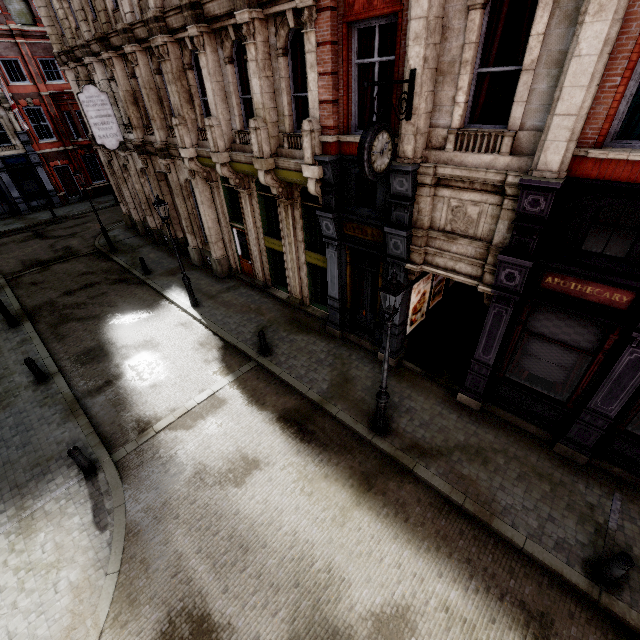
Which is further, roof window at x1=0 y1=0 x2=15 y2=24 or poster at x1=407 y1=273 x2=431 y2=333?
roof window at x1=0 y1=0 x2=15 y2=24

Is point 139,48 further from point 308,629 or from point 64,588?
point 308,629

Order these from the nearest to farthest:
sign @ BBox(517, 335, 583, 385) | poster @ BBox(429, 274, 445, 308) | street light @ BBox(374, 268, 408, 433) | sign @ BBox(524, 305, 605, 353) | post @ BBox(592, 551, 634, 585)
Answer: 1. post @ BBox(592, 551, 634, 585)
2. street light @ BBox(374, 268, 408, 433)
3. sign @ BBox(524, 305, 605, 353)
4. sign @ BBox(517, 335, 583, 385)
5. poster @ BBox(429, 274, 445, 308)

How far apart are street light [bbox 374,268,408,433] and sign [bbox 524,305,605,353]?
3.3 meters

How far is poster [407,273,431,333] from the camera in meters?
10.2

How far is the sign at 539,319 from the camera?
6.62m

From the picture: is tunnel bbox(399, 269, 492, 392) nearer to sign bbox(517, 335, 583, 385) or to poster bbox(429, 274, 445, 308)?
poster bbox(429, 274, 445, 308)

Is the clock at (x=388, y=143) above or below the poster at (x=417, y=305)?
above
